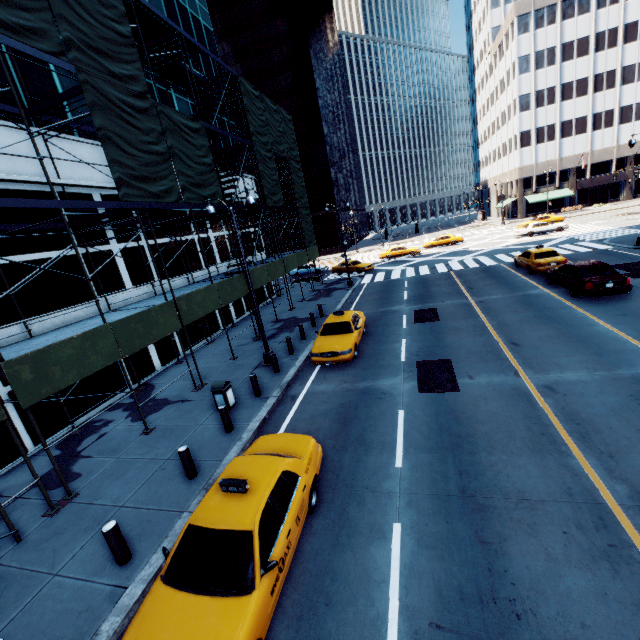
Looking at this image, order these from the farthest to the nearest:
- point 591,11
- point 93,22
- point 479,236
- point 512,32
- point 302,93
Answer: point 302,93 → point 512,32 → point 591,11 → point 479,236 → point 93,22

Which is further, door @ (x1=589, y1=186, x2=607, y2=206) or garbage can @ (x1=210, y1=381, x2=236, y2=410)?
door @ (x1=589, y1=186, x2=607, y2=206)

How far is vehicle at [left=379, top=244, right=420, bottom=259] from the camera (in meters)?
41.10

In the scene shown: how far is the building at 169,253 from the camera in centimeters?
1791cm

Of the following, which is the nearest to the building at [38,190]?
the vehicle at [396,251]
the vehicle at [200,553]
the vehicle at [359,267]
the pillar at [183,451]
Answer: the pillar at [183,451]

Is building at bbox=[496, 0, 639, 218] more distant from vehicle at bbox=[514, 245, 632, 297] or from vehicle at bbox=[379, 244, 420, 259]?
vehicle at bbox=[514, 245, 632, 297]

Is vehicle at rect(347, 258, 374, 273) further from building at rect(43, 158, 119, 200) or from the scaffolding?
building at rect(43, 158, 119, 200)

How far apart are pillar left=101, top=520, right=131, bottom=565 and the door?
75.3 meters
